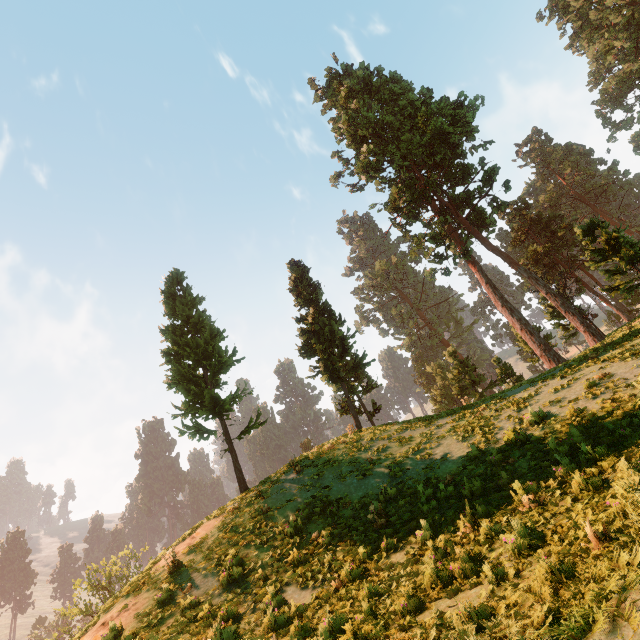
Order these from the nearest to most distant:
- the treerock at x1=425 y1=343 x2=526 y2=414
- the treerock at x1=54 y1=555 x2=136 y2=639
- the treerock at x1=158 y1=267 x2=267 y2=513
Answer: the treerock at x1=54 y1=555 x2=136 y2=639 < the treerock at x1=158 y1=267 x2=267 y2=513 < the treerock at x1=425 y1=343 x2=526 y2=414

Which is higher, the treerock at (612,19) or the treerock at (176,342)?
the treerock at (612,19)

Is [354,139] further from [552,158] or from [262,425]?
[552,158]

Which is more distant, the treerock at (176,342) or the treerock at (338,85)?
the treerock at (338,85)

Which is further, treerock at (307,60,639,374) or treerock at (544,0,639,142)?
treerock at (544,0,639,142)

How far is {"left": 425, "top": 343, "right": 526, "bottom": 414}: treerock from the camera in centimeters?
2727cm
